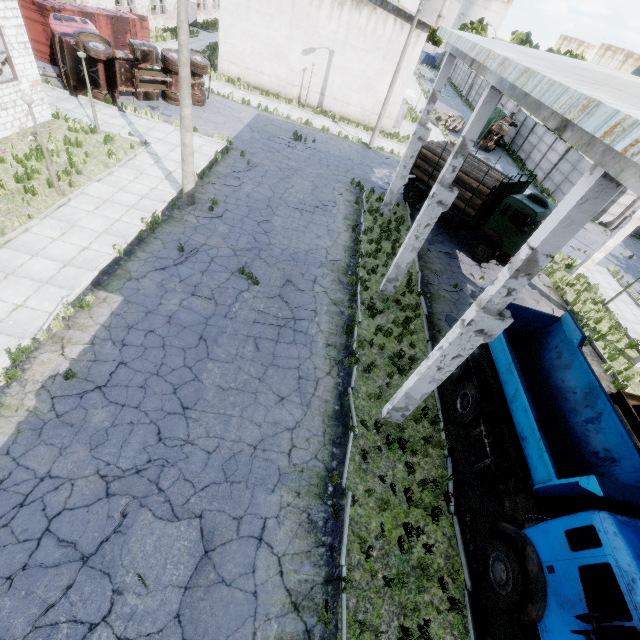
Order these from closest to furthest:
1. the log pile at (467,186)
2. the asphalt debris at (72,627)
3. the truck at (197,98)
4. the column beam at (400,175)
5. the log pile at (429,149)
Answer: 1. the asphalt debris at (72,627)
2. the column beam at (400,175)
3. the log pile at (467,186)
4. the log pile at (429,149)
5. the truck at (197,98)

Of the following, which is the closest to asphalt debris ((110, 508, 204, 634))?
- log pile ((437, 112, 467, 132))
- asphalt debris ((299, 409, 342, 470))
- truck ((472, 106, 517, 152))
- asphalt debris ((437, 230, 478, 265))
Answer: asphalt debris ((299, 409, 342, 470))

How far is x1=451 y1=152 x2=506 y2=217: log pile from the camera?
16.56m

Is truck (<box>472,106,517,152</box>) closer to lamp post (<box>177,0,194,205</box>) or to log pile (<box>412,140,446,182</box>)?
log pile (<box>412,140,446,182</box>)

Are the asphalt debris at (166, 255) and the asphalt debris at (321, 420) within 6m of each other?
no

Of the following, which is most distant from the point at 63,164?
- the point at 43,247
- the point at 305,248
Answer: the point at 305,248

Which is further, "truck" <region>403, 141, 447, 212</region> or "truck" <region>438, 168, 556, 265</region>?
"truck" <region>403, 141, 447, 212</region>

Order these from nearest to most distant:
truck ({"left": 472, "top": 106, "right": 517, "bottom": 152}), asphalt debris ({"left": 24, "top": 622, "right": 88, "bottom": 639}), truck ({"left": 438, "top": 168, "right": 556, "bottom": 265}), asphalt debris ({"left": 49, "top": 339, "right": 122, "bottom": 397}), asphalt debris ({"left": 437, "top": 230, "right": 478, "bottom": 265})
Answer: asphalt debris ({"left": 24, "top": 622, "right": 88, "bottom": 639})
asphalt debris ({"left": 49, "top": 339, "right": 122, "bottom": 397})
truck ({"left": 438, "top": 168, "right": 556, "bottom": 265})
asphalt debris ({"left": 437, "top": 230, "right": 478, "bottom": 265})
truck ({"left": 472, "top": 106, "right": 517, "bottom": 152})
